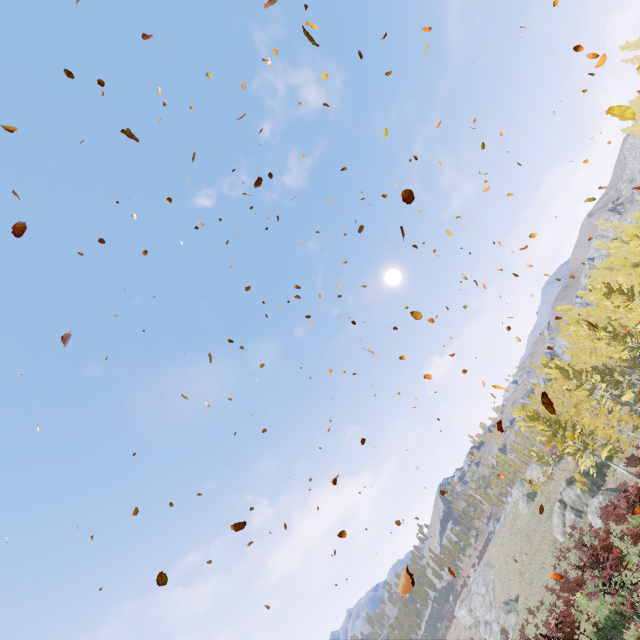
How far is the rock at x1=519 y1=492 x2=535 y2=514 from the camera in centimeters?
5294cm

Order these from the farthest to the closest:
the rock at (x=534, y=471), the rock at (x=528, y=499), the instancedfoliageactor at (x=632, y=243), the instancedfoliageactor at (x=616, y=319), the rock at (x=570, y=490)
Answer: the rock at (x=534, y=471) → the rock at (x=528, y=499) → the rock at (x=570, y=490) → the instancedfoliageactor at (x=632, y=243) → the instancedfoliageactor at (x=616, y=319)

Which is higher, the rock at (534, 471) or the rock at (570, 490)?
the rock at (534, 471)

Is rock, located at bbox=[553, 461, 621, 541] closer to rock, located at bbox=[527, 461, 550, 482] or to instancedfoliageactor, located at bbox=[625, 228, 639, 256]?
instancedfoliageactor, located at bbox=[625, 228, 639, 256]

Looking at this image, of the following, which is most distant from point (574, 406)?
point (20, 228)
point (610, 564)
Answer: point (20, 228)

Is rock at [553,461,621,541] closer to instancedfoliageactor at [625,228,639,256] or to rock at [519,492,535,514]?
instancedfoliageactor at [625,228,639,256]
